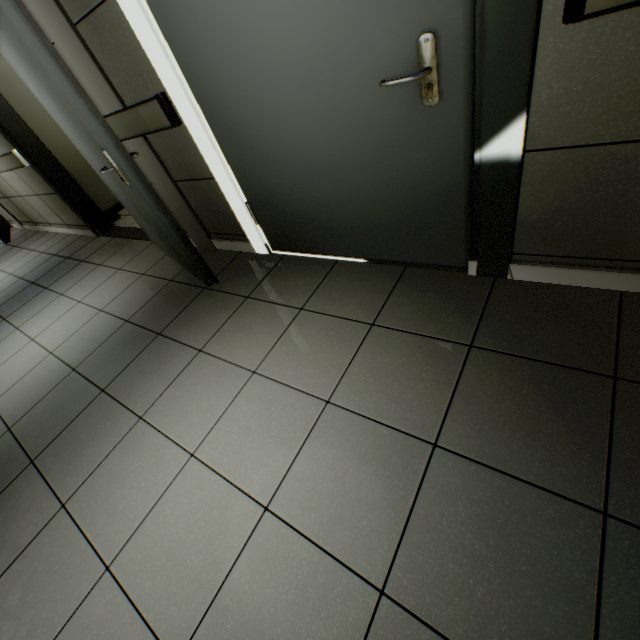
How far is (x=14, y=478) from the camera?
1.82m

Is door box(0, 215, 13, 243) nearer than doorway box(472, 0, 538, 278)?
No

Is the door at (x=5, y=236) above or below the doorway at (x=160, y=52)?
below

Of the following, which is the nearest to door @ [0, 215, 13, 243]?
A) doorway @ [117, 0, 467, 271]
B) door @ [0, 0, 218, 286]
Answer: door @ [0, 0, 218, 286]

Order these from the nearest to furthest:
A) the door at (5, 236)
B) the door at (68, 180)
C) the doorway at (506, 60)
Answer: the doorway at (506, 60)
the door at (68, 180)
the door at (5, 236)

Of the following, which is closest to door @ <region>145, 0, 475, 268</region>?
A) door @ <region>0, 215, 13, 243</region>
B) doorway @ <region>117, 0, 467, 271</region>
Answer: doorway @ <region>117, 0, 467, 271</region>

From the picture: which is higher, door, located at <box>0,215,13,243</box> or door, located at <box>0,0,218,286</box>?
door, located at <box>0,0,218,286</box>
